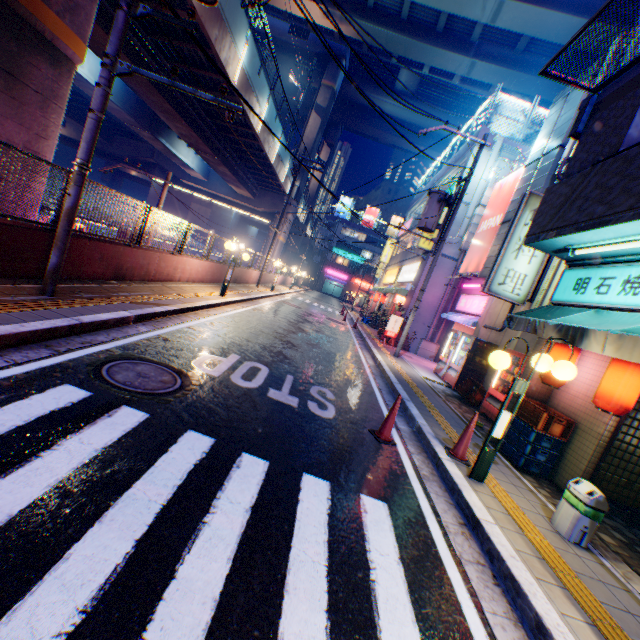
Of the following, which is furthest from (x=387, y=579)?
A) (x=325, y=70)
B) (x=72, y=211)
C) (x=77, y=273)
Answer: (x=325, y=70)

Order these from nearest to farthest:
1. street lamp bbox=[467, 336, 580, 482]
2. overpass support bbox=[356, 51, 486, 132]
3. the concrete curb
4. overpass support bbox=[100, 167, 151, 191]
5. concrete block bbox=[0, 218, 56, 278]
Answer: the concrete curb
street lamp bbox=[467, 336, 580, 482]
concrete block bbox=[0, 218, 56, 278]
overpass support bbox=[356, 51, 486, 132]
overpass support bbox=[100, 167, 151, 191]

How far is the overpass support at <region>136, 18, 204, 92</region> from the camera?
13.41m

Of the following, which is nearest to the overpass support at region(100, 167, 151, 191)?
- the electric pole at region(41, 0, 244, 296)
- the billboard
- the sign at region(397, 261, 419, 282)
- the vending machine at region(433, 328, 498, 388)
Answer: the sign at region(397, 261, 419, 282)

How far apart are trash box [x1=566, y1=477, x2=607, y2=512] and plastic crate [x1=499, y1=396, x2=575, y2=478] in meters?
1.6 m

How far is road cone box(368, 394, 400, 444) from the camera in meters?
5.5 m

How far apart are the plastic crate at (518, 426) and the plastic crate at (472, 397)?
3.1 meters

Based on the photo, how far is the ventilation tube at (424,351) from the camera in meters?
18.0
